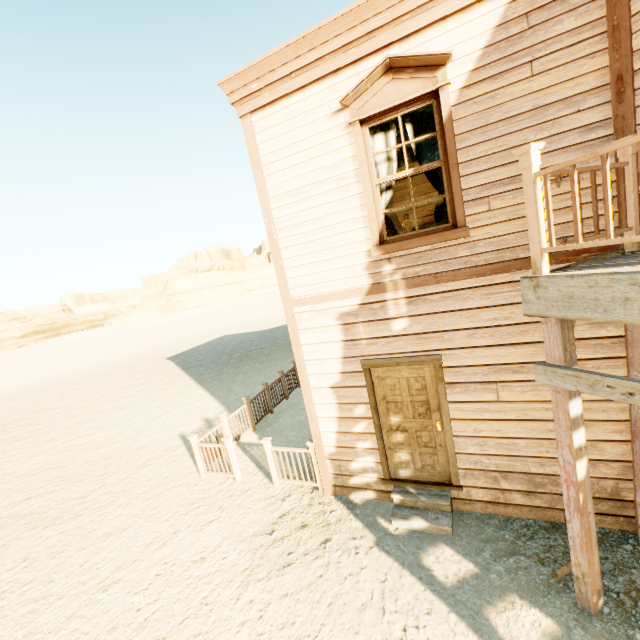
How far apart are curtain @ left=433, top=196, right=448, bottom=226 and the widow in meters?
0.0 m

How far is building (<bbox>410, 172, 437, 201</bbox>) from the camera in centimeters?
694cm

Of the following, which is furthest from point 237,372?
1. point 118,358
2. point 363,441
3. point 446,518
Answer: point 118,358

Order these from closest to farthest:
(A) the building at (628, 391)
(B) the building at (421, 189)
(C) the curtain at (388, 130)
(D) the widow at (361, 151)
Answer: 1. (A) the building at (628, 391)
2. (D) the widow at (361, 151)
3. (C) the curtain at (388, 130)
4. (B) the building at (421, 189)

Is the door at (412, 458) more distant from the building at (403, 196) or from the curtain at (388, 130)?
the curtain at (388, 130)

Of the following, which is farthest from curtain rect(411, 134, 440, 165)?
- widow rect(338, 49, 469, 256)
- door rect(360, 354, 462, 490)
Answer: door rect(360, 354, 462, 490)

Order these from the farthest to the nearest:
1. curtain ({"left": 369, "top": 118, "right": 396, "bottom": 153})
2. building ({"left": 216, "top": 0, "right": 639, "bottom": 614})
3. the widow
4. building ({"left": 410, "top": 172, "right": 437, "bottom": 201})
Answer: building ({"left": 410, "top": 172, "right": 437, "bottom": 201}) → curtain ({"left": 369, "top": 118, "right": 396, "bottom": 153}) → the widow → building ({"left": 216, "top": 0, "right": 639, "bottom": 614})
